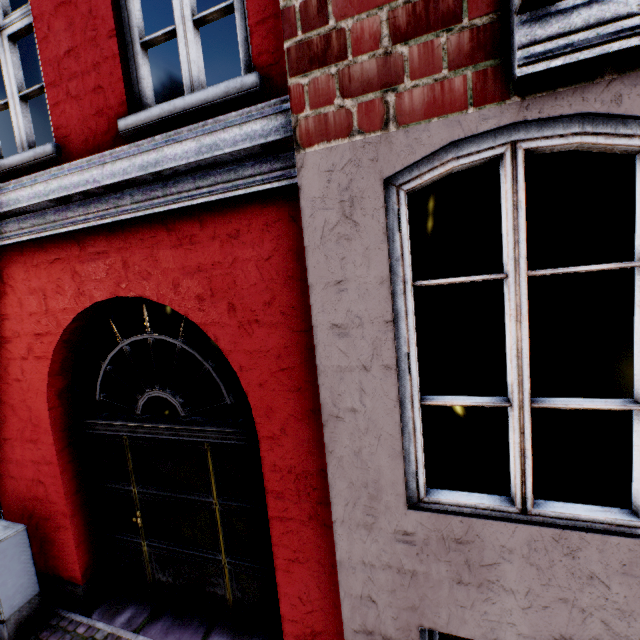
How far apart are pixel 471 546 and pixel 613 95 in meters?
2.1 m

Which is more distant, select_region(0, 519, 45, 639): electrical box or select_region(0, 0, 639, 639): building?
select_region(0, 519, 45, 639): electrical box

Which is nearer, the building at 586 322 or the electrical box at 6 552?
the building at 586 322
